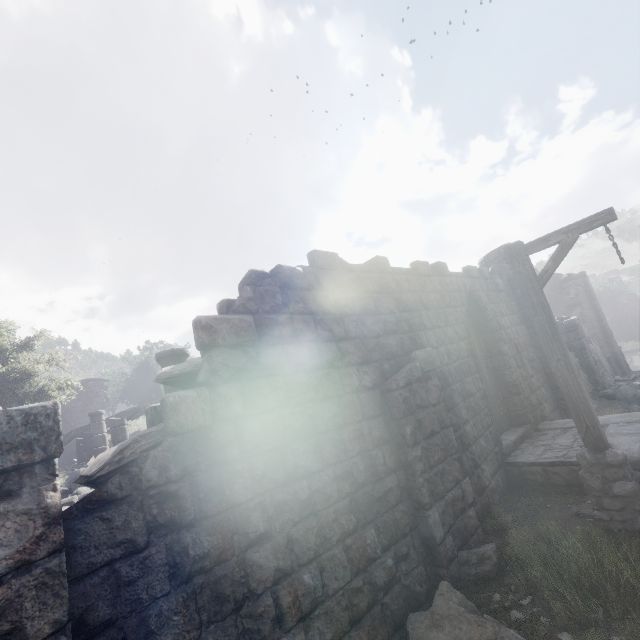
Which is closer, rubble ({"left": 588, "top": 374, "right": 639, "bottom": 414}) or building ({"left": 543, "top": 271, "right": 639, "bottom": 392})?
rubble ({"left": 588, "top": 374, "right": 639, "bottom": 414})

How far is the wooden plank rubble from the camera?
16.2m

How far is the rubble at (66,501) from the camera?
9.6m

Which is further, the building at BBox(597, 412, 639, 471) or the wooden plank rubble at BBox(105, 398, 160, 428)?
the wooden plank rubble at BBox(105, 398, 160, 428)

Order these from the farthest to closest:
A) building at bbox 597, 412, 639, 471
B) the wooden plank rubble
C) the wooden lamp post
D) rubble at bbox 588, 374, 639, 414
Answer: the wooden plank rubble
rubble at bbox 588, 374, 639, 414
building at bbox 597, 412, 639, 471
the wooden lamp post

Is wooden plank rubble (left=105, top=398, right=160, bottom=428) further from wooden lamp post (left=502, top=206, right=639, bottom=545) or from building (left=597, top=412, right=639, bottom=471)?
wooden lamp post (left=502, top=206, right=639, bottom=545)

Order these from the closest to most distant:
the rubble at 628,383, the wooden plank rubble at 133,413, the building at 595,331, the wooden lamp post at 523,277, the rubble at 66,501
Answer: the wooden lamp post at 523,277 → the rubble at 66,501 → the rubble at 628,383 → the building at 595,331 → the wooden plank rubble at 133,413

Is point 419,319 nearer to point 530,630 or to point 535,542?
point 535,542
